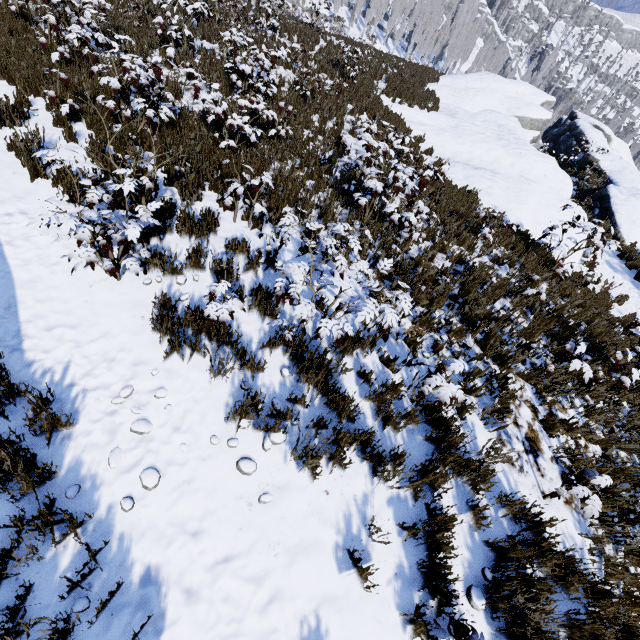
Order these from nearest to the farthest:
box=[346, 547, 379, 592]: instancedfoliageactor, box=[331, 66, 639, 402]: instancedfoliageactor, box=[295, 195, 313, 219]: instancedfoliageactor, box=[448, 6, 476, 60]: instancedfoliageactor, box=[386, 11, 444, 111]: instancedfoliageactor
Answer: box=[346, 547, 379, 592]: instancedfoliageactor, box=[295, 195, 313, 219]: instancedfoliageactor, box=[331, 66, 639, 402]: instancedfoliageactor, box=[386, 11, 444, 111]: instancedfoliageactor, box=[448, 6, 476, 60]: instancedfoliageactor

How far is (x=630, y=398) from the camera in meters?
5.4

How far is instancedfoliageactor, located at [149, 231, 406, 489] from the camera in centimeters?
330cm

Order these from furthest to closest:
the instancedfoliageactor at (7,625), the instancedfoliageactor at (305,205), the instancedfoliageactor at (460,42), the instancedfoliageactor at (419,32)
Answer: the instancedfoliageactor at (419,32)
the instancedfoliageactor at (460,42)
the instancedfoliageactor at (305,205)
the instancedfoliageactor at (7,625)

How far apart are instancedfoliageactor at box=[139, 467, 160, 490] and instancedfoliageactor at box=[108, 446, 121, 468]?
0.2m

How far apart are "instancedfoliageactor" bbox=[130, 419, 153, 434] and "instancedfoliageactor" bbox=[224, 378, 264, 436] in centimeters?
88cm

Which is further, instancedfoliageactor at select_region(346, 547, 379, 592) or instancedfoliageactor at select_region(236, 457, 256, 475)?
instancedfoliageactor at select_region(236, 457, 256, 475)

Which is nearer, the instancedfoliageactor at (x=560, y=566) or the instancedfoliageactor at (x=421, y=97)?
the instancedfoliageactor at (x=560, y=566)
